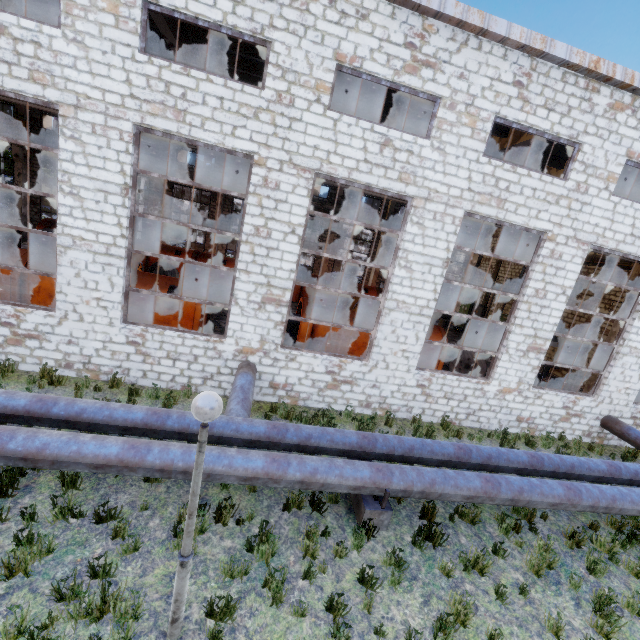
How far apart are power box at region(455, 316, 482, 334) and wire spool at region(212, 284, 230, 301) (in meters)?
19.62

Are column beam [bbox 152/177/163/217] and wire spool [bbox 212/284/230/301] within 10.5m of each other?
yes

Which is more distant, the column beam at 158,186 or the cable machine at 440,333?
the column beam at 158,186

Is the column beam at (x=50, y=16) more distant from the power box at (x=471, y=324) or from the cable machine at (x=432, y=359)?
the power box at (x=471, y=324)

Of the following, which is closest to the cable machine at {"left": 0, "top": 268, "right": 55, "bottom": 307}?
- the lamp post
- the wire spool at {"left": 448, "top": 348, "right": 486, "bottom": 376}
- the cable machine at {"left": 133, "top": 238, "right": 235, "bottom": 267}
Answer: the cable machine at {"left": 133, "top": 238, "right": 235, "bottom": 267}

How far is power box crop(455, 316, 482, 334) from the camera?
26.47m

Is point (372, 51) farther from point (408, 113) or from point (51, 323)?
point (51, 323)

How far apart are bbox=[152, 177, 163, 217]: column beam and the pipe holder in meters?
23.4
